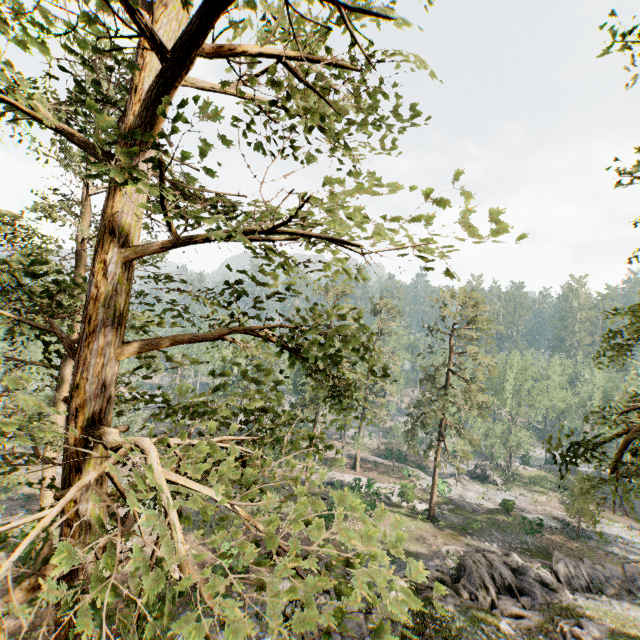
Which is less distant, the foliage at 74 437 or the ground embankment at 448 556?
the foliage at 74 437

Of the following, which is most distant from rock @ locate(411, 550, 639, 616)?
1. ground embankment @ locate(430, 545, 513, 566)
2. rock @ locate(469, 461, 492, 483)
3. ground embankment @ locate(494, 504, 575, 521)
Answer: rock @ locate(469, 461, 492, 483)

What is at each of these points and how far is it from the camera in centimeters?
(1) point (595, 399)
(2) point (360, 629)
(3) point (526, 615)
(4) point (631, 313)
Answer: (1) foliage, 5672cm
(2) rock, 1490cm
(3) foliage, 1681cm
(4) foliage, 828cm

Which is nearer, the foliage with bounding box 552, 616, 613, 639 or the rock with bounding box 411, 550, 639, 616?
the foliage with bounding box 552, 616, 613, 639

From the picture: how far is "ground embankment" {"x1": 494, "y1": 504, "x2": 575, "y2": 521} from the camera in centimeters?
3565cm

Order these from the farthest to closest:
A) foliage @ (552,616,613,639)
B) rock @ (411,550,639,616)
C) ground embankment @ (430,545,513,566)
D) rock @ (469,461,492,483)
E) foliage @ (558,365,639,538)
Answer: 1. rock @ (469,461,492,483)
2. ground embankment @ (430,545,513,566)
3. rock @ (411,550,639,616)
4. foliage @ (552,616,613,639)
5. foliage @ (558,365,639,538)

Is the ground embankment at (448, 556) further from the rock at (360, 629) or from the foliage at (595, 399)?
the foliage at (595, 399)

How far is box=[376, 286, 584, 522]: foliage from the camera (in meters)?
30.58
